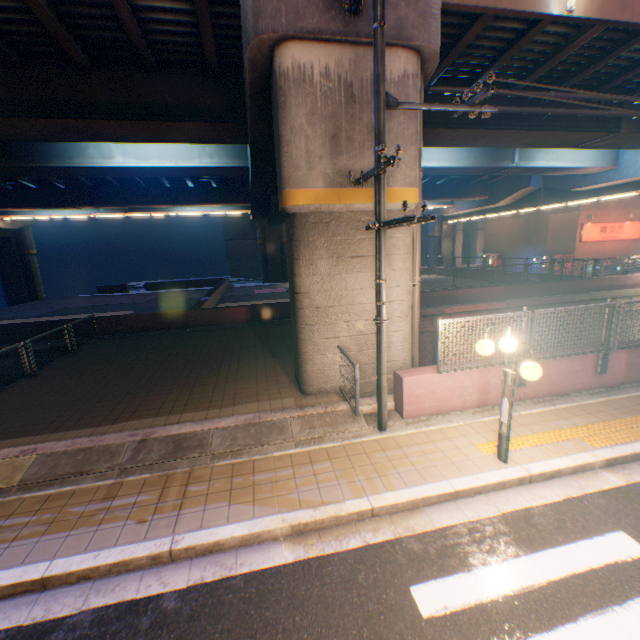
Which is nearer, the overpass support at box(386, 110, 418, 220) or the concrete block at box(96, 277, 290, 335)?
the overpass support at box(386, 110, 418, 220)

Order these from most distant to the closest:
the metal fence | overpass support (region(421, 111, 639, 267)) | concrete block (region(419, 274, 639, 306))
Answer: concrete block (region(419, 274, 639, 306)), overpass support (region(421, 111, 639, 267)), the metal fence

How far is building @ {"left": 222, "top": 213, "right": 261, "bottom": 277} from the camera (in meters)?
45.91

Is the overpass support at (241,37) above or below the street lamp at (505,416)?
above

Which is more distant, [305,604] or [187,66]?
[187,66]

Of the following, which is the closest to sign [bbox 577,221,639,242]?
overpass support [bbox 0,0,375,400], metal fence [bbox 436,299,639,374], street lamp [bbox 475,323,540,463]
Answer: overpass support [bbox 0,0,375,400]

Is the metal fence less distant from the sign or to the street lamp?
the street lamp

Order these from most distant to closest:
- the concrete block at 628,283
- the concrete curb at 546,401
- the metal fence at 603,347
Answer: the concrete block at 628,283
the concrete curb at 546,401
the metal fence at 603,347
